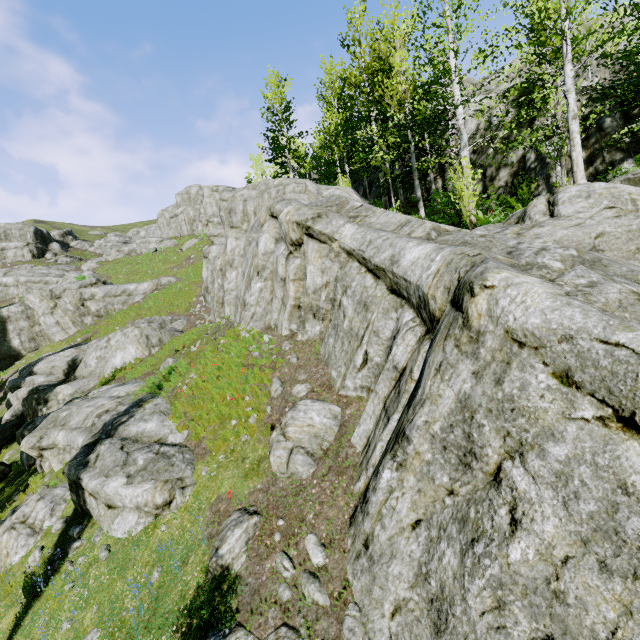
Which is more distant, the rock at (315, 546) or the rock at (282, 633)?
the rock at (315, 546)

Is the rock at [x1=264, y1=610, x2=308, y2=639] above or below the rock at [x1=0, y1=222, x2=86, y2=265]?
below

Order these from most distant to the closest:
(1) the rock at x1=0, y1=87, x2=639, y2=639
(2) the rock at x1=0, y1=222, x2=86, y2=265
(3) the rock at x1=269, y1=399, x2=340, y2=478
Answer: (2) the rock at x1=0, y1=222, x2=86, y2=265, (3) the rock at x1=269, y1=399, x2=340, y2=478, (1) the rock at x1=0, y1=87, x2=639, y2=639

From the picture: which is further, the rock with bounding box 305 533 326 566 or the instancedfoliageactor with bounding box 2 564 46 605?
the instancedfoliageactor with bounding box 2 564 46 605

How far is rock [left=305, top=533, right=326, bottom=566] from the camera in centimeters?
538cm

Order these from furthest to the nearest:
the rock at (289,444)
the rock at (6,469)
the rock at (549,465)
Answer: the rock at (6,469) < the rock at (289,444) < the rock at (549,465)

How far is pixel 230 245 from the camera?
17.3m
